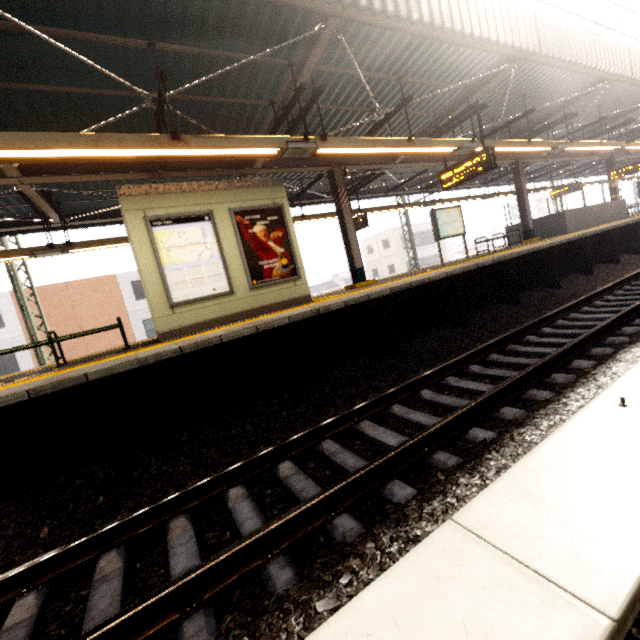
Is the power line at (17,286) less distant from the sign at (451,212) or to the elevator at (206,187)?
the elevator at (206,187)

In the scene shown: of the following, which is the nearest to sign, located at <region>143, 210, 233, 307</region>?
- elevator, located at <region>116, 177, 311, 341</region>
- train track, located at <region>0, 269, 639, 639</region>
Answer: elevator, located at <region>116, 177, 311, 341</region>

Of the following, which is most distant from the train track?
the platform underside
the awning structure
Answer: the awning structure

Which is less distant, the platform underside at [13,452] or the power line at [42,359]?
the platform underside at [13,452]

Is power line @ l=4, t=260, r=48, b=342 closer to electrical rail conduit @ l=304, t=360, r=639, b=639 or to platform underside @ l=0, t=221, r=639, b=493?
platform underside @ l=0, t=221, r=639, b=493

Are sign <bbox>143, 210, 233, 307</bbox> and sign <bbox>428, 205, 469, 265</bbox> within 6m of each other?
no

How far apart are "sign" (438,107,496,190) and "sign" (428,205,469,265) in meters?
2.2

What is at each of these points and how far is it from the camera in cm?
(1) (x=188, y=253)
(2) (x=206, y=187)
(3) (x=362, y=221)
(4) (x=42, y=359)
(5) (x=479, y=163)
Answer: (1) sign, 646
(2) elevator, 668
(3) sign, 1244
(4) power line, 1195
(5) sign, 809
